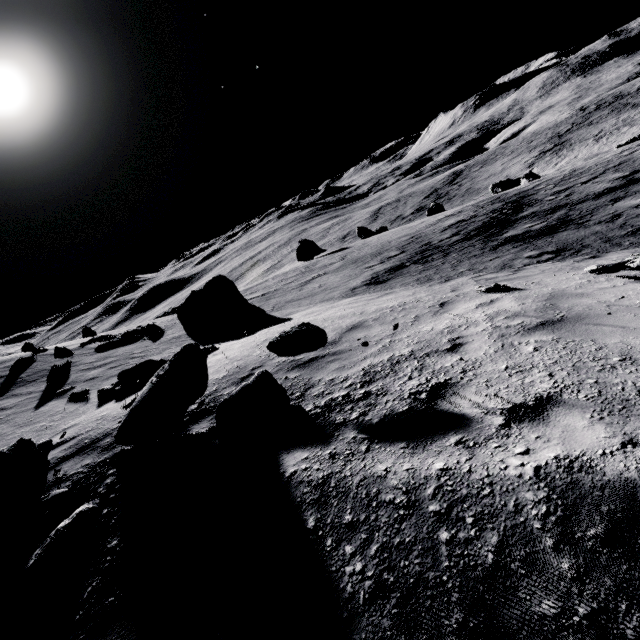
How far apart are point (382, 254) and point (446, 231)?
4.0 meters

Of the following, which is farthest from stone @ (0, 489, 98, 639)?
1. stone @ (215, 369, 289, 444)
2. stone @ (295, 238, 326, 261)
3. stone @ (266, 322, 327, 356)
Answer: stone @ (295, 238, 326, 261)

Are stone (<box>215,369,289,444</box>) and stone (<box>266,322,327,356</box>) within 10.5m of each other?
A: yes

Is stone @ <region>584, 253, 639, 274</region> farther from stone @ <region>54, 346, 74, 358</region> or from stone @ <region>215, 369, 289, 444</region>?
stone @ <region>54, 346, 74, 358</region>

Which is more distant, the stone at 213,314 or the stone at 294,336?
the stone at 213,314

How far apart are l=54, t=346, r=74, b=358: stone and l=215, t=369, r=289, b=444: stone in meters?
12.1 m

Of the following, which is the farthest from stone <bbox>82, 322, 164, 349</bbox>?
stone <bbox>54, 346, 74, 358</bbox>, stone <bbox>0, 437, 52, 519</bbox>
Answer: stone <bbox>0, 437, 52, 519</bbox>

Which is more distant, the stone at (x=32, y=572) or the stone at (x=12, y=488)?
the stone at (x=12, y=488)
